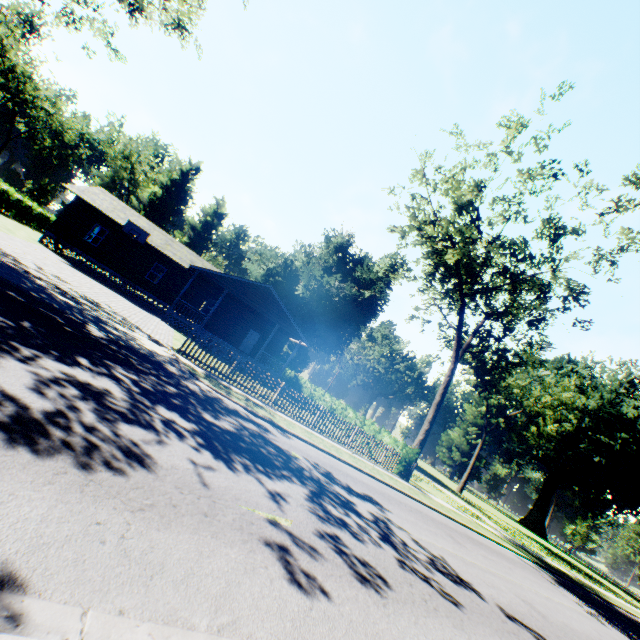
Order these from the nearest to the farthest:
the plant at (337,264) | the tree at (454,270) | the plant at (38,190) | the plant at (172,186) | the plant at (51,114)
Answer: the tree at (454,270)
the plant at (337,264)
the plant at (51,114)
the plant at (38,190)
the plant at (172,186)

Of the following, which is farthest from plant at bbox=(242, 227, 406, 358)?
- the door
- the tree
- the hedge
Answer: the door

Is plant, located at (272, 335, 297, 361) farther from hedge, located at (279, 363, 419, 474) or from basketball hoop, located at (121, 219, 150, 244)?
basketball hoop, located at (121, 219, 150, 244)

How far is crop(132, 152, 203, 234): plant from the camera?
54.8m

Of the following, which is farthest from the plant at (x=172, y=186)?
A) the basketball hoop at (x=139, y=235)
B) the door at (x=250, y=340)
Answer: the door at (x=250, y=340)

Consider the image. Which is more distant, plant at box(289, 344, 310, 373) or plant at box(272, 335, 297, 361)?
plant at box(289, 344, 310, 373)

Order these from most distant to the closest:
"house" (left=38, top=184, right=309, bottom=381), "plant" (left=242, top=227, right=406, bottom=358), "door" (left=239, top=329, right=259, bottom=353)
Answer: "plant" (left=242, top=227, right=406, bottom=358)
"door" (left=239, top=329, right=259, bottom=353)
"house" (left=38, top=184, right=309, bottom=381)

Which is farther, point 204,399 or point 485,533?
point 485,533
